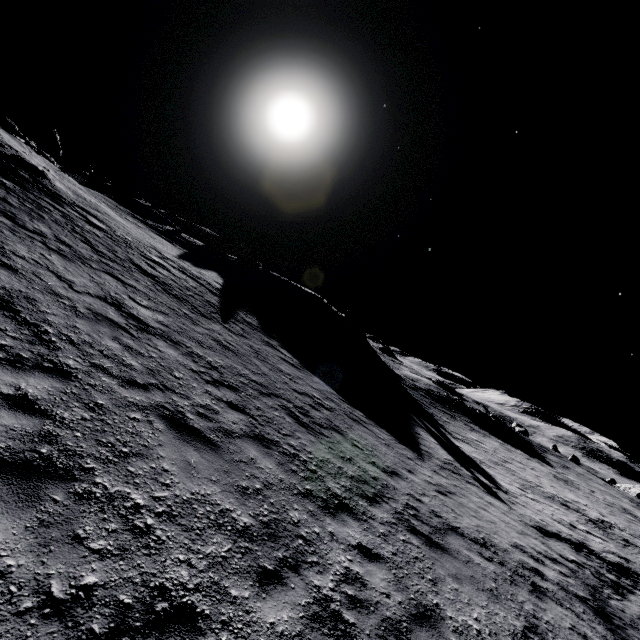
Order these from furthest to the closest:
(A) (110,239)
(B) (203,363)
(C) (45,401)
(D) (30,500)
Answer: (A) (110,239), (B) (203,363), (C) (45,401), (D) (30,500)

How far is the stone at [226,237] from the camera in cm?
4169

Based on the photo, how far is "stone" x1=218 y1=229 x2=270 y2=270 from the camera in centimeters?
4169cm
